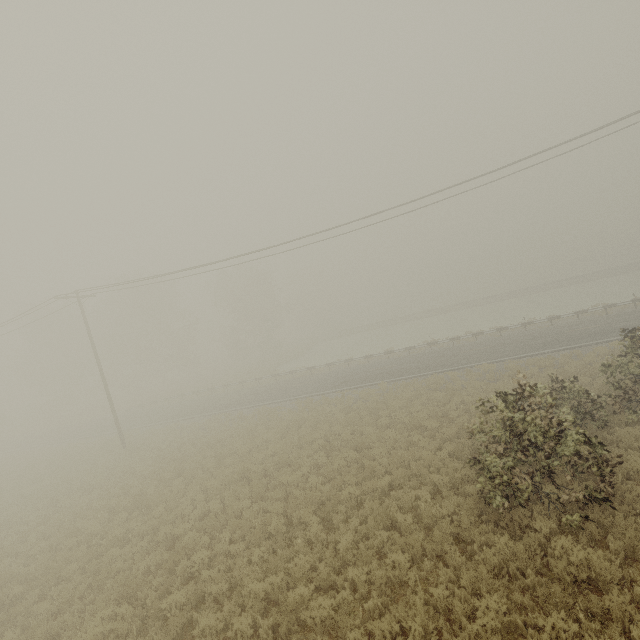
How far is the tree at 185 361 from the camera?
44.97m

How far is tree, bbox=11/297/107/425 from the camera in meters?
47.6

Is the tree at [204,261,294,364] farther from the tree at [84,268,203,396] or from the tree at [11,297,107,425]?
the tree at [11,297,107,425]

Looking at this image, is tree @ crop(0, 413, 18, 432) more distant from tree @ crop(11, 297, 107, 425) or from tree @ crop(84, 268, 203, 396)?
tree @ crop(84, 268, 203, 396)

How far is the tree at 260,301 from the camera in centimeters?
5028cm

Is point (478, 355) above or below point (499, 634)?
above

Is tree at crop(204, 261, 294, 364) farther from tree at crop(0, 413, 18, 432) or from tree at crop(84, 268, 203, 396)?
tree at crop(0, 413, 18, 432)
